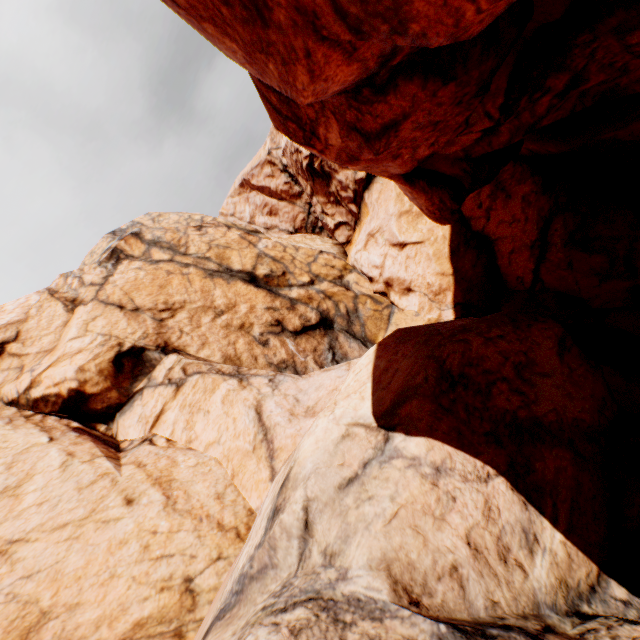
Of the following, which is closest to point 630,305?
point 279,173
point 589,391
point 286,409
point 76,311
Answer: point 589,391
